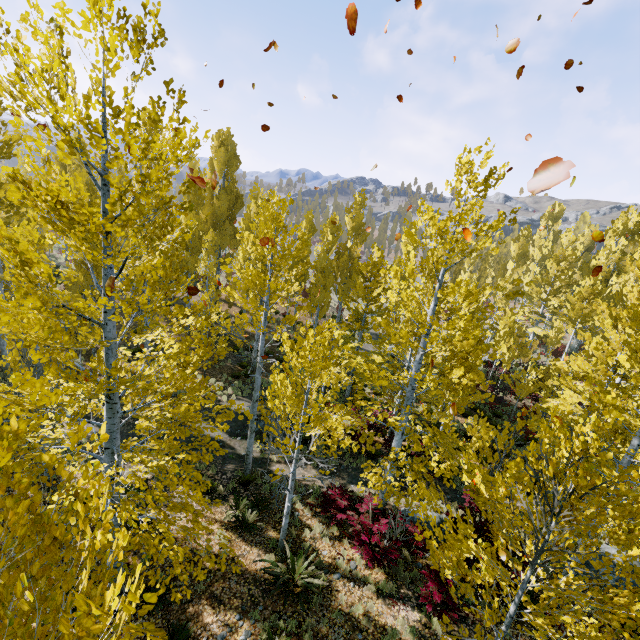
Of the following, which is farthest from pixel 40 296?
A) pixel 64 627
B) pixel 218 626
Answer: pixel 218 626
